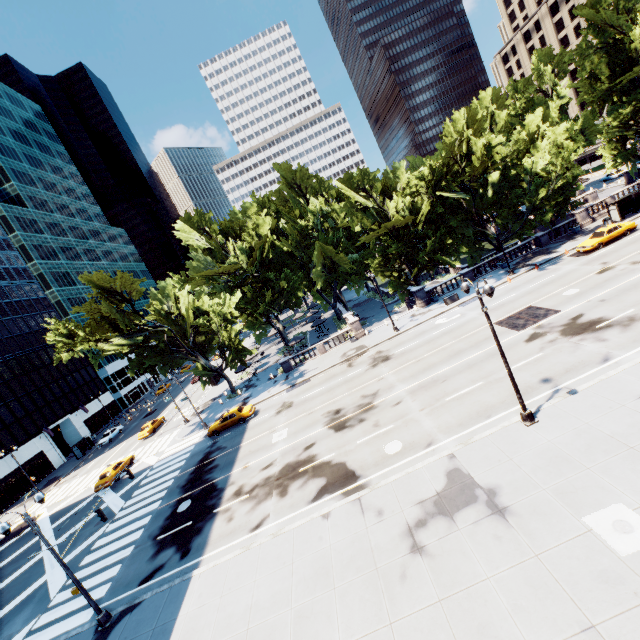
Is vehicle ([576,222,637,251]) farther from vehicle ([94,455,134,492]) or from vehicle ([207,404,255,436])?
vehicle ([94,455,134,492])

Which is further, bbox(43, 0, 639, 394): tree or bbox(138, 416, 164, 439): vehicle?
bbox(138, 416, 164, 439): vehicle

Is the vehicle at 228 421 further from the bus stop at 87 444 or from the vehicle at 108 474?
the bus stop at 87 444

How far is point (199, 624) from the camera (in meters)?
13.25

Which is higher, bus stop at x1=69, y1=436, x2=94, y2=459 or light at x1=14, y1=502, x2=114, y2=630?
bus stop at x1=69, y1=436, x2=94, y2=459

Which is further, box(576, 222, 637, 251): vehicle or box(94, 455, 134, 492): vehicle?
box(94, 455, 134, 492): vehicle

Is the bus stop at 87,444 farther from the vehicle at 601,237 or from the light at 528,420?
the vehicle at 601,237

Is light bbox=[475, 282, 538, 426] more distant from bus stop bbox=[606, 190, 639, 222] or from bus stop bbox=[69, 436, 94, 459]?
bus stop bbox=[69, 436, 94, 459]
